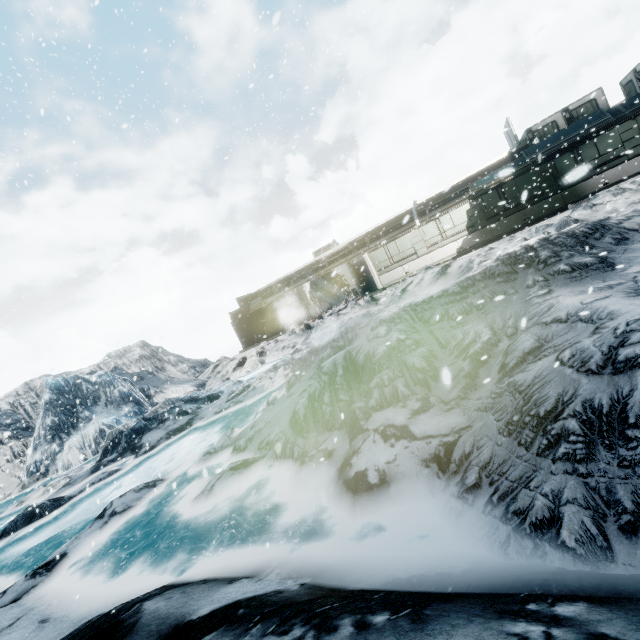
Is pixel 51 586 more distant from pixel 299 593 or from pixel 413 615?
pixel 413 615
